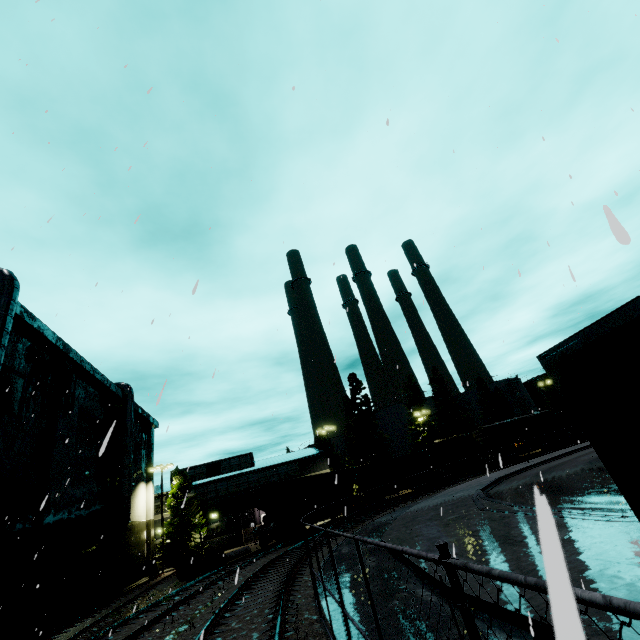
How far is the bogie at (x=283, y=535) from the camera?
24.1 meters

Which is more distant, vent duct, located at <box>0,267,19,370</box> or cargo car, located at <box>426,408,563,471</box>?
cargo car, located at <box>426,408,563,471</box>

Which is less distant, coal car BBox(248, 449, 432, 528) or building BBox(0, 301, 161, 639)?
building BBox(0, 301, 161, 639)

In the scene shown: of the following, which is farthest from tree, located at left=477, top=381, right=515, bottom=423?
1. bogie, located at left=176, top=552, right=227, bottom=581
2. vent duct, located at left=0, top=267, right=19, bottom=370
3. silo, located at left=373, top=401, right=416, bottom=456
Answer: vent duct, located at left=0, top=267, right=19, bottom=370

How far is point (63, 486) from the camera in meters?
20.9 m

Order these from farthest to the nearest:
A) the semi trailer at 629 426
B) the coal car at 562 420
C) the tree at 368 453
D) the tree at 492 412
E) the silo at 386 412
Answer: the tree at 492 412 < the silo at 386 412 < the tree at 368 453 < the coal car at 562 420 < the semi trailer at 629 426

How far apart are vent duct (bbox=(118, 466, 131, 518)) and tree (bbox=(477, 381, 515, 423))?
55.2m

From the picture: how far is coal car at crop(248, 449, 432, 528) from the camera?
25.5 meters
